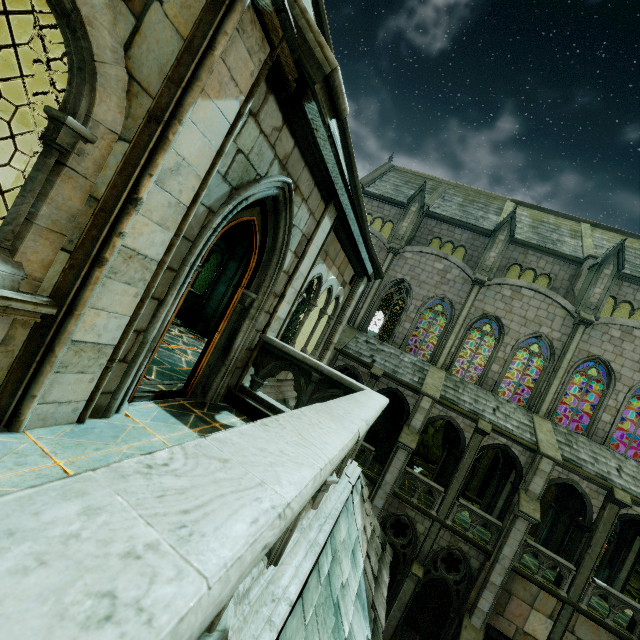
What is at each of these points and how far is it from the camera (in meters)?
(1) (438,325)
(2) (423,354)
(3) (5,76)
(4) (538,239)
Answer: (1) building, 36.22
(2) rock, 35.12
(3) merlon, 10.34
(4) building, 24.12

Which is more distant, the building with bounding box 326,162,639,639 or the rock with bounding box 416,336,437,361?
the rock with bounding box 416,336,437,361

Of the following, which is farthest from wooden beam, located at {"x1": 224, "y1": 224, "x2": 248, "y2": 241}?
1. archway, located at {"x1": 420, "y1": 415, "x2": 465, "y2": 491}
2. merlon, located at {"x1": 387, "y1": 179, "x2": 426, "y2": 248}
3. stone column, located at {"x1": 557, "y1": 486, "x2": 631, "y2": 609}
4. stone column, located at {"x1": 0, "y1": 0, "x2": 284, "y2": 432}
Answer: stone column, located at {"x1": 557, "y1": 486, "x2": 631, "y2": 609}

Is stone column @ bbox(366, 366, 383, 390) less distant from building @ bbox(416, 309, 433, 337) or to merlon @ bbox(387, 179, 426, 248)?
building @ bbox(416, 309, 433, 337)

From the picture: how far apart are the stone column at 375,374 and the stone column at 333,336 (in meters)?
8.27

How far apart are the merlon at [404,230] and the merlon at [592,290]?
10.6m

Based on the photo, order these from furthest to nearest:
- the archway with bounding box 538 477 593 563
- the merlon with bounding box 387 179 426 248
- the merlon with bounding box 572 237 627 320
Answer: the merlon with bounding box 387 179 426 248, the merlon with bounding box 572 237 627 320, the archway with bounding box 538 477 593 563

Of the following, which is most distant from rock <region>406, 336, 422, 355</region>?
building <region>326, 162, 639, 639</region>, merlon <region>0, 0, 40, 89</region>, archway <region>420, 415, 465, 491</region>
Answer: merlon <region>0, 0, 40, 89</region>
